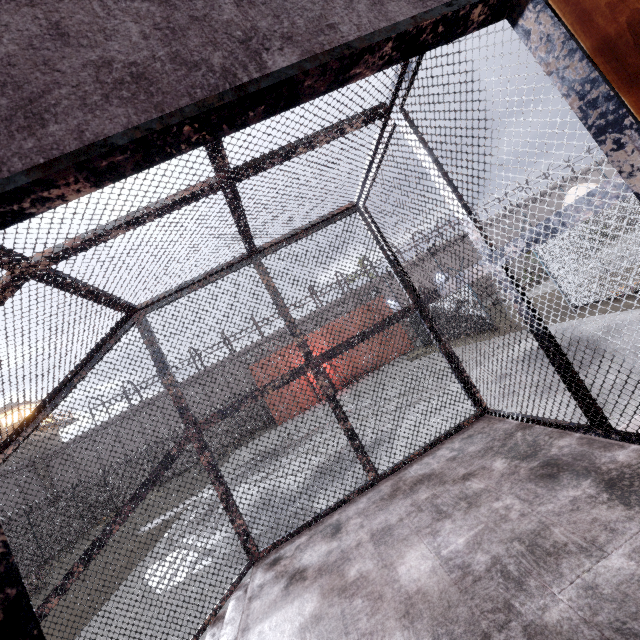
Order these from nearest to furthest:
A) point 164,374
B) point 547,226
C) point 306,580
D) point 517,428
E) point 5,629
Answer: point 5,629
point 547,226
point 306,580
point 517,428
point 164,374

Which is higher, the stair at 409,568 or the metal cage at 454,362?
the metal cage at 454,362

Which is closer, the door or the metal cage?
the door

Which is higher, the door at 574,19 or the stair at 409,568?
the door at 574,19

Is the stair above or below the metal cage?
below

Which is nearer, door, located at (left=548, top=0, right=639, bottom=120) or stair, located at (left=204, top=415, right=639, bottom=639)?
door, located at (left=548, top=0, right=639, bottom=120)

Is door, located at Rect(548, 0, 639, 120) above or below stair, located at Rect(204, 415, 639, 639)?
above
